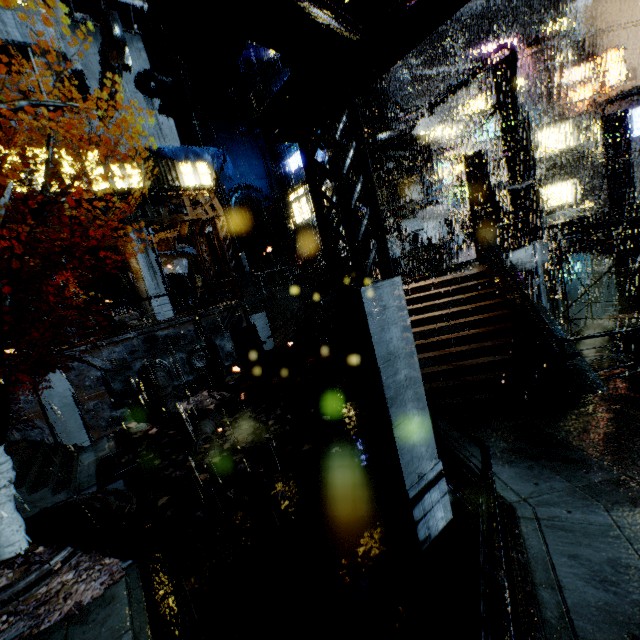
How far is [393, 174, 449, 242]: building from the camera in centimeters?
2925cm

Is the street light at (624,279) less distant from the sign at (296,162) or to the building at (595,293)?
the building at (595,293)

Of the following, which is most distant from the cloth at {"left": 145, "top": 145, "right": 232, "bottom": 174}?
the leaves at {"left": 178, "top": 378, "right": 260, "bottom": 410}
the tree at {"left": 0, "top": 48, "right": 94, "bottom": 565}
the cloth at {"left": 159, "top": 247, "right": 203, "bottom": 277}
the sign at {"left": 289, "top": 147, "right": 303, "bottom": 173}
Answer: the leaves at {"left": 178, "top": 378, "right": 260, "bottom": 410}

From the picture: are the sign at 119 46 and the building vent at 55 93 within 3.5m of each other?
yes

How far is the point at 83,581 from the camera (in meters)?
6.59

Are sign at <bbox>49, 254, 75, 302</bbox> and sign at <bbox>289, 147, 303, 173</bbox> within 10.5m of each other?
no

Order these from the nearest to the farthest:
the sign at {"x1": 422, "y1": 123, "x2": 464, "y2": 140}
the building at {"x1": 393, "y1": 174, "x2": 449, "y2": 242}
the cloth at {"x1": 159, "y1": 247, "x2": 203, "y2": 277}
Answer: the cloth at {"x1": 159, "y1": 247, "x2": 203, "y2": 277} → the building at {"x1": 393, "y1": 174, "x2": 449, "y2": 242} → the sign at {"x1": 422, "y1": 123, "x2": 464, "y2": 140}

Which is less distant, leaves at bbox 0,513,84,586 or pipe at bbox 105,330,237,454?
Result: leaves at bbox 0,513,84,586
